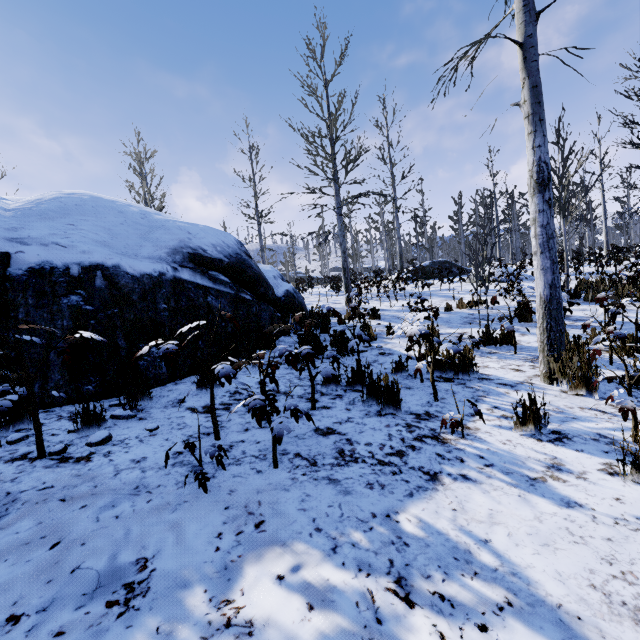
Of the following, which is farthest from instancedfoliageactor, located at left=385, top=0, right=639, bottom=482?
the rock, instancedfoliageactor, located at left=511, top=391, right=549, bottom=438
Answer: instancedfoliageactor, located at left=511, top=391, right=549, bottom=438

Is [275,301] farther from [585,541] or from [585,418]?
[585,541]

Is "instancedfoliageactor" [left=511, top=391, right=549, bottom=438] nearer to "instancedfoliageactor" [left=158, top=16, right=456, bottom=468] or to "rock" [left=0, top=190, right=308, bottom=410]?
"instancedfoliageactor" [left=158, top=16, right=456, bottom=468]

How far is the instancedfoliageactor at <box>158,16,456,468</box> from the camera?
→ 2.4 meters

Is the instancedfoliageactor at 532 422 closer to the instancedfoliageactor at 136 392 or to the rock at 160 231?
the instancedfoliageactor at 136 392

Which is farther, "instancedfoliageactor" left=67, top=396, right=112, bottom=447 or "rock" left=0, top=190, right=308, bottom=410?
"rock" left=0, top=190, right=308, bottom=410
